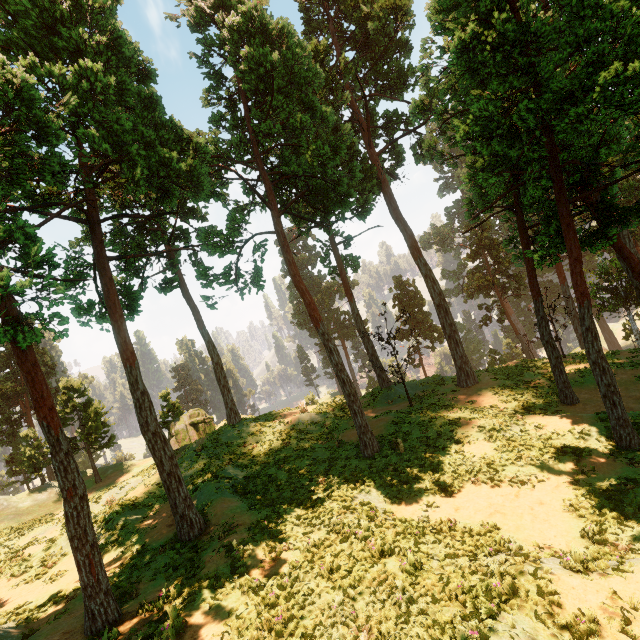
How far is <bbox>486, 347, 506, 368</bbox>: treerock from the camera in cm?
4494

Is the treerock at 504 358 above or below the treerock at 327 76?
below

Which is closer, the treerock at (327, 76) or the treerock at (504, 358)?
the treerock at (327, 76)

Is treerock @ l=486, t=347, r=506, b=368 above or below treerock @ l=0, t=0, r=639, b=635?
below

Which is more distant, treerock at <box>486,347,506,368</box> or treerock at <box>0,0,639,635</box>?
treerock at <box>486,347,506,368</box>

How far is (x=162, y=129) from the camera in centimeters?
1494cm
